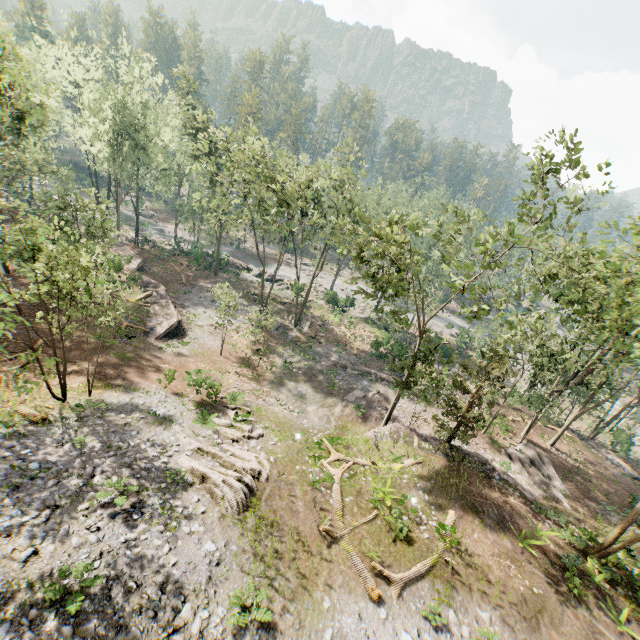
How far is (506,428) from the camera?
30.14m

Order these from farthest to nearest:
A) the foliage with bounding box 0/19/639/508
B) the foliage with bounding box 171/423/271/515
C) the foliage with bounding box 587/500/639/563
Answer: the foliage with bounding box 587/500/639/563, the foliage with bounding box 0/19/639/508, the foliage with bounding box 171/423/271/515

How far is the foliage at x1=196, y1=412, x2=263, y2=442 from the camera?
18.2 meters

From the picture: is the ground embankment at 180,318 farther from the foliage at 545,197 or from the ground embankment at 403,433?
the ground embankment at 403,433

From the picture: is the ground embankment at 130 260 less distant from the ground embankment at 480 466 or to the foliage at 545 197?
the foliage at 545 197

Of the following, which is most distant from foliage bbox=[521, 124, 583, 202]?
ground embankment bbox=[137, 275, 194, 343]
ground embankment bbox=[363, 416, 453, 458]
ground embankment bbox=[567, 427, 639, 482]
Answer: ground embankment bbox=[137, 275, 194, 343]

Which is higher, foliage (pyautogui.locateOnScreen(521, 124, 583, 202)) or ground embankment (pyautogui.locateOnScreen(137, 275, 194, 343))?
foliage (pyautogui.locateOnScreen(521, 124, 583, 202))

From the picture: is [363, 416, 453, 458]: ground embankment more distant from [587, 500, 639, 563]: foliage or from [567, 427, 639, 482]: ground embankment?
[567, 427, 639, 482]: ground embankment
